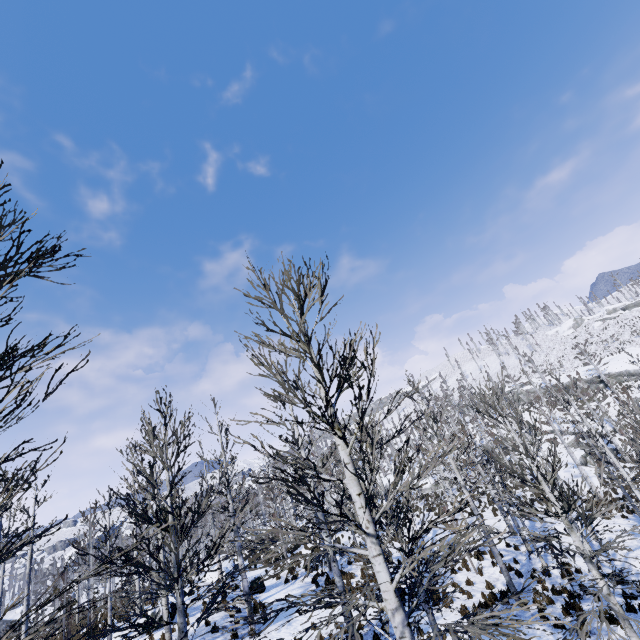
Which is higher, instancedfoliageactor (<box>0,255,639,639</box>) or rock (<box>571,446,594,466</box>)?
instancedfoliageactor (<box>0,255,639,639</box>)

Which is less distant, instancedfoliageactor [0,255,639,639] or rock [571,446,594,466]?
instancedfoliageactor [0,255,639,639]

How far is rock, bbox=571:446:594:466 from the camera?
32.6m

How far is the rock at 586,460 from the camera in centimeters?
3259cm

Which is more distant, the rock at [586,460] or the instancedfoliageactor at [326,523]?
the rock at [586,460]

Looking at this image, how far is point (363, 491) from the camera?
4.6m
